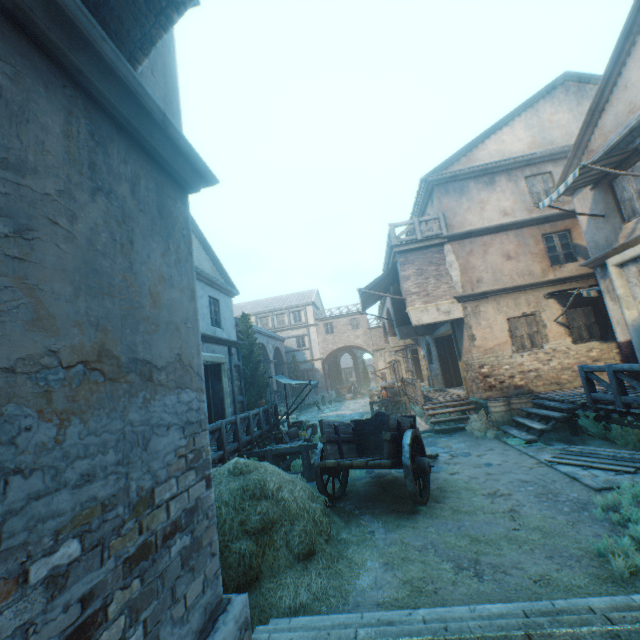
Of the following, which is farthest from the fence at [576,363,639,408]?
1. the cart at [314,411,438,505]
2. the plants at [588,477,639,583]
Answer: the cart at [314,411,438,505]

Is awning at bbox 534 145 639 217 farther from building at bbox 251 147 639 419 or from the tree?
the tree

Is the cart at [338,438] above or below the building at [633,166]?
below

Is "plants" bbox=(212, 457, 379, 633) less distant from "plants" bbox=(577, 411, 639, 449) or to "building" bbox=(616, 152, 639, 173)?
"building" bbox=(616, 152, 639, 173)

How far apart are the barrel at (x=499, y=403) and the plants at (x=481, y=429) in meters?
0.0 m

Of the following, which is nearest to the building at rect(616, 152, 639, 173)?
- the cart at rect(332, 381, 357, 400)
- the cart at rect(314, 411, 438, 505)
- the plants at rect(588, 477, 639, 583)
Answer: the plants at rect(588, 477, 639, 583)

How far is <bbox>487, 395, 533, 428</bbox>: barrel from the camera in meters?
10.7 m

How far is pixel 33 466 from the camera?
1.41m
